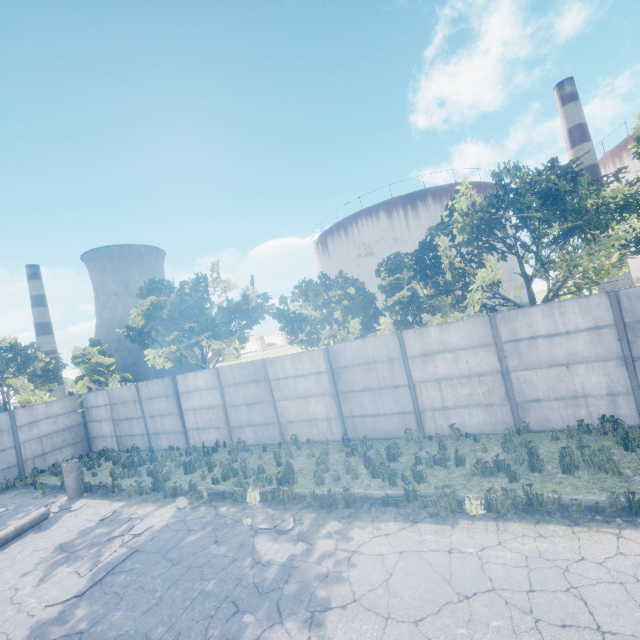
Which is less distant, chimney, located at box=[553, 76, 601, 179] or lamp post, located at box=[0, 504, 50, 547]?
lamp post, located at box=[0, 504, 50, 547]

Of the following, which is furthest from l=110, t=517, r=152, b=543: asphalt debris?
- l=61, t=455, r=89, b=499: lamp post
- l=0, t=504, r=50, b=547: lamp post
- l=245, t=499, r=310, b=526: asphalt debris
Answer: l=61, t=455, r=89, b=499: lamp post

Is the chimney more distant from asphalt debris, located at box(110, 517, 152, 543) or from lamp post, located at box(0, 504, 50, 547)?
lamp post, located at box(0, 504, 50, 547)

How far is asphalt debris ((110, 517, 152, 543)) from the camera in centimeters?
861cm

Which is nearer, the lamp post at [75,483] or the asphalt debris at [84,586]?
the asphalt debris at [84,586]

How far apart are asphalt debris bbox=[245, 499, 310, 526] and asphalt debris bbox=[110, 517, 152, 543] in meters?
2.6

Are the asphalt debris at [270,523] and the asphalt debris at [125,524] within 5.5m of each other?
yes

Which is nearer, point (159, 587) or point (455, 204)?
point (159, 587)
